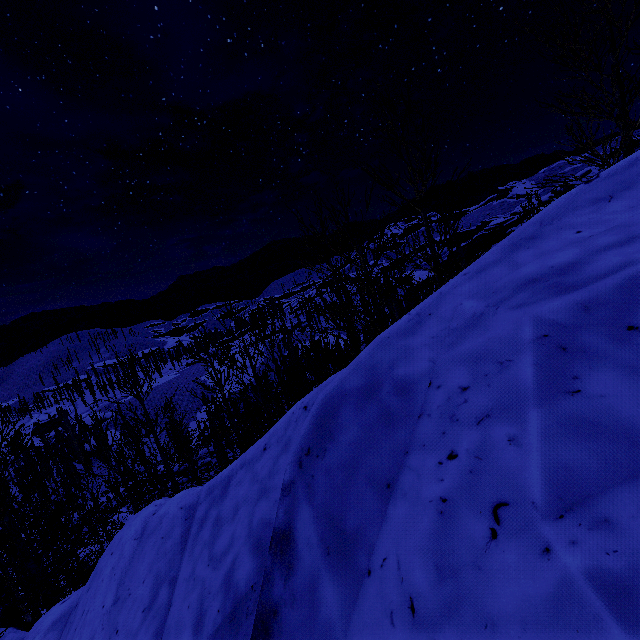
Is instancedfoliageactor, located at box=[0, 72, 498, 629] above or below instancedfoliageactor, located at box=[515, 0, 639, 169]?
below

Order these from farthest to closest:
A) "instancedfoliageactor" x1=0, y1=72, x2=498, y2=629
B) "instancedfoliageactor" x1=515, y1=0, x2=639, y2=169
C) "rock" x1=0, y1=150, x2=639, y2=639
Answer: "instancedfoliageactor" x1=0, y1=72, x2=498, y2=629, "instancedfoliageactor" x1=515, y1=0, x2=639, y2=169, "rock" x1=0, y1=150, x2=639, y2=639

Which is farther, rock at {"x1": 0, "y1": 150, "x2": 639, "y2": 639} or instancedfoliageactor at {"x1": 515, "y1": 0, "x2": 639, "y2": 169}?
instancedfoliageactor at {"x1": 515, "y1": 0, "x2": 639, "y2": 169}

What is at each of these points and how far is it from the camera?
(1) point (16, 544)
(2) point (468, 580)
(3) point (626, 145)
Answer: (1) instancedfoliageactor, 8.3 meters
(2) rock, 1.4 meters
(3) instancedfoliageactor, 6.2 meters

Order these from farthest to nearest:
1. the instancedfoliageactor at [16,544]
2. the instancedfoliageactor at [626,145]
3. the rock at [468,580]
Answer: the instancedfoliageactor at [16,544] < the instancedfoliageactor at [626,145] < the rock at [468,580]

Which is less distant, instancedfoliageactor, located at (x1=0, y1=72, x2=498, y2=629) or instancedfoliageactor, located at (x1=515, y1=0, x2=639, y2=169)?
instancedfoliageactor, located at (x1=515, y1=0, x2=639, y2=169)

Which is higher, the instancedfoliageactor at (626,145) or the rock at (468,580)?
the instancedfoliageactor at (626,145)
